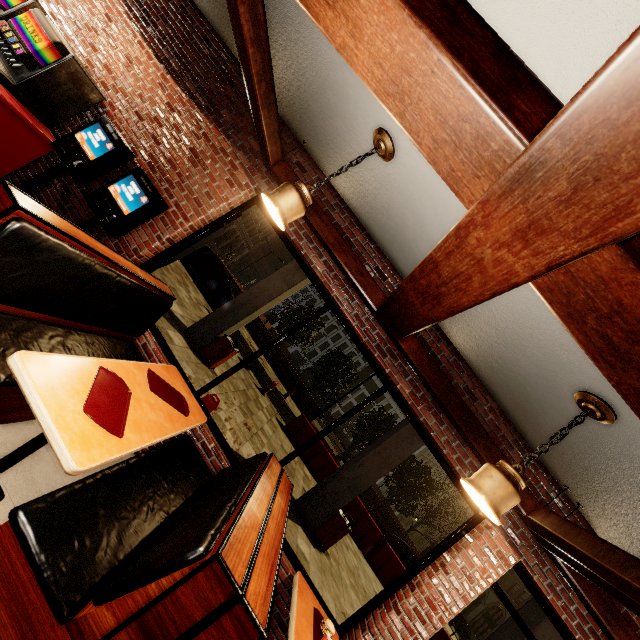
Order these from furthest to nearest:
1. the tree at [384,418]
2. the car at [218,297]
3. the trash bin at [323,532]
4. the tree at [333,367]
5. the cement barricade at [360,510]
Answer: the tree at [333,367], the tree at [384,418], the car at [218,297], the cement barricade at [360,510], the trash bin at [323,532]

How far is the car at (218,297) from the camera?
14.75m

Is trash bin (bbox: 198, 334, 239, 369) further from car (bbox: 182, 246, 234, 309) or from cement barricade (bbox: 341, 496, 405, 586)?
car (bbox: 182, 246, 234, 309)

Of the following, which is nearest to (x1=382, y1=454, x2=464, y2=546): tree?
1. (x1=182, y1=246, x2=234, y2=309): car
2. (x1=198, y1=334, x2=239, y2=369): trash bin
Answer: (x1=182, y1=246, x2=234, y2=309): car

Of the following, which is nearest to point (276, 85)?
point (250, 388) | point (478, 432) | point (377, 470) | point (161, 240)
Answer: point (161, 240)

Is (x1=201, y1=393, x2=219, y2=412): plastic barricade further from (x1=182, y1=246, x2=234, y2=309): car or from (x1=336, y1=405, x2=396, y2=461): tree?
(x1=336, y1=405, x2=396, y2=461): tree

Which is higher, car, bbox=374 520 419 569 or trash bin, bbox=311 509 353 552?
car, bbox=374 520 419 569

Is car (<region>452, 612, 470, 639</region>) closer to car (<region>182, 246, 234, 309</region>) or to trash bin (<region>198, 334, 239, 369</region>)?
car (<region>182, 246, 234, 309</region>)
